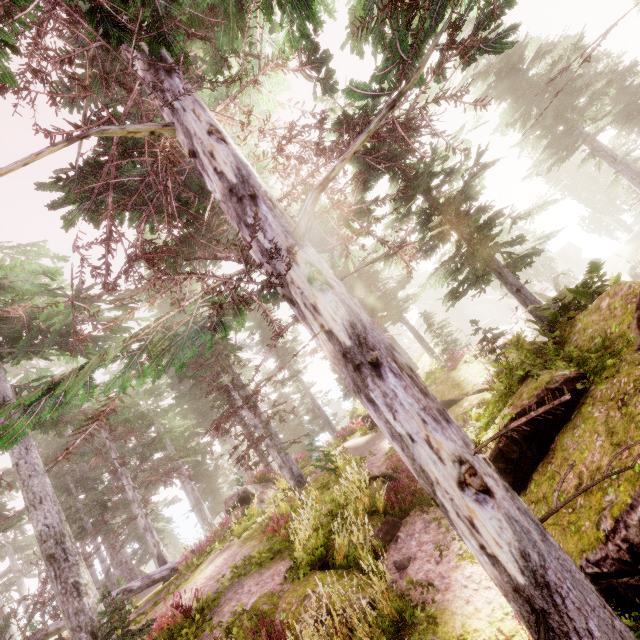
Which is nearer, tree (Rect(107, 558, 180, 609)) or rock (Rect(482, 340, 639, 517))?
rock (Rect(482, 340, 639, 517))

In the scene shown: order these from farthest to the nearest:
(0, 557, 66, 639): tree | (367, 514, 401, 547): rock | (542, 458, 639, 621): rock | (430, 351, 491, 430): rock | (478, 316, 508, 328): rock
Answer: (478, 316, 508, 328): rock, (0, 557, 66, 639): tree, (430, 351, 491, 430): rock, (367, 514, 401, 547): rock, (542, 458, 639, 621): rock

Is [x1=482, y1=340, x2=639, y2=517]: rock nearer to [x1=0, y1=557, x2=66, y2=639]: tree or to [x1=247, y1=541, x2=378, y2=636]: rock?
[x1=247, y1=541, x2=378, y2=636]: rock

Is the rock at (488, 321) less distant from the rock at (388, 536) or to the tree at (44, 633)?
the rock at (388, 536)

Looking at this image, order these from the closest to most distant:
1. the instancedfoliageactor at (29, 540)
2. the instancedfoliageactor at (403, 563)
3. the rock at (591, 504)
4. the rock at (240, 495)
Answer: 1. the instancedfoliageactor at (29, 540)
2. the rock at (591, 504)
3. the instancedfoliageactor at (403, 563)
4. the rock at (240, 495)

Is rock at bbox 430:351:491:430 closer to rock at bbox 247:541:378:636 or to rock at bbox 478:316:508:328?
rock at bbox 247:541:378:636

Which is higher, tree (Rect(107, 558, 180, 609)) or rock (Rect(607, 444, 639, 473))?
tree (Rect(107, 558, 180, 609))

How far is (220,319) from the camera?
4.15m
